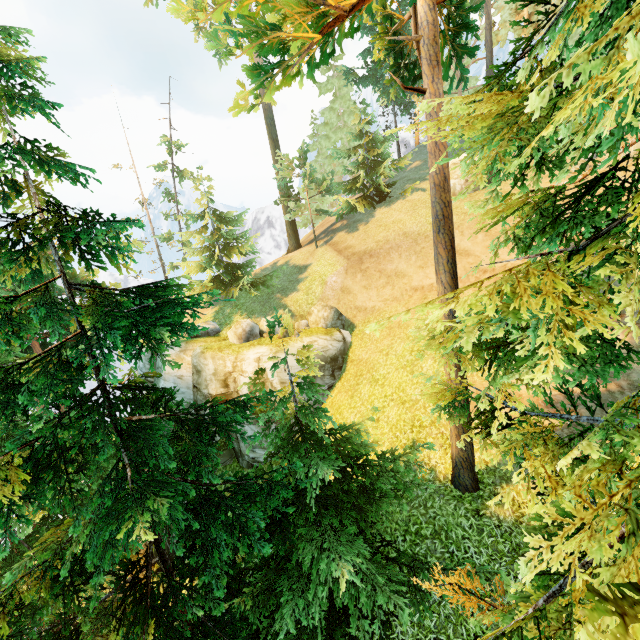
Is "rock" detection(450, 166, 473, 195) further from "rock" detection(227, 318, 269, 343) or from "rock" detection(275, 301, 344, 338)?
"rock" detection(227, 318, 269, 343)

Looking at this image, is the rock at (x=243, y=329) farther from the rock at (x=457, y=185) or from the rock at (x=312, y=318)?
the rock at (x=457, y=185)

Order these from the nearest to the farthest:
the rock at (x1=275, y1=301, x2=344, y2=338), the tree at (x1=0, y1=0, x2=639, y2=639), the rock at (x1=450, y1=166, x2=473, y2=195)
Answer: the tree at (x1=0, y1=0, x2=639, y2=639)
the rock at (x1=275, y1=301, x2=344, y2=338)
the rock at (x1=450, y1=166, x2=473, y2=195)

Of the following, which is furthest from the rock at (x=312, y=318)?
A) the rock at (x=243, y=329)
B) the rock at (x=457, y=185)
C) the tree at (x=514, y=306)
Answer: the rock at (x=457, y=185)

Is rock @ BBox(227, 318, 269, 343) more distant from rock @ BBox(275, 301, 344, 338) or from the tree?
the tree

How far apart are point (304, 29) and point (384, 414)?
13.10m

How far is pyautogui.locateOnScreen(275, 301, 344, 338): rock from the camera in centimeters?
1894cm
